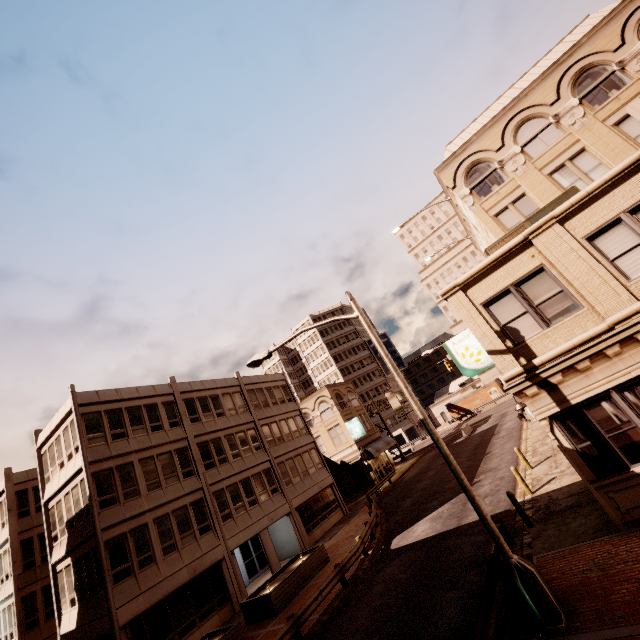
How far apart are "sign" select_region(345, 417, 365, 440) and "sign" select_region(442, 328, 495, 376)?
27.3m

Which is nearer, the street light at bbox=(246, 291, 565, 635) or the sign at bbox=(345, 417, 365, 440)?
the street light at bbox=(246, 291, 565, 635)

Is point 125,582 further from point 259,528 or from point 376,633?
point 376,633

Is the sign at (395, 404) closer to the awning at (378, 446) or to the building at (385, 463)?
the awning at (378, 446)

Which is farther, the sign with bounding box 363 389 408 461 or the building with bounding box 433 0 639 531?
the sign with bounding box 363 389 408 461

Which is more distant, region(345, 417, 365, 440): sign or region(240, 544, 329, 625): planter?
region(345, 417, 365, 440): sign

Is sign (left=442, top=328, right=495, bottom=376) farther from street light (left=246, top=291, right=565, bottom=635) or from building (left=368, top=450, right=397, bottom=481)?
building (left=368, top=450, right=397, bottom=481)

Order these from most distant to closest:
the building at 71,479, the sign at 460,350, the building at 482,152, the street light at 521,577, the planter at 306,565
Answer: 1. the building at 71,479
2. the planter at 306,565
3. the sign at 460,350
4. the building at 482,152
5. the street light at 521,577
